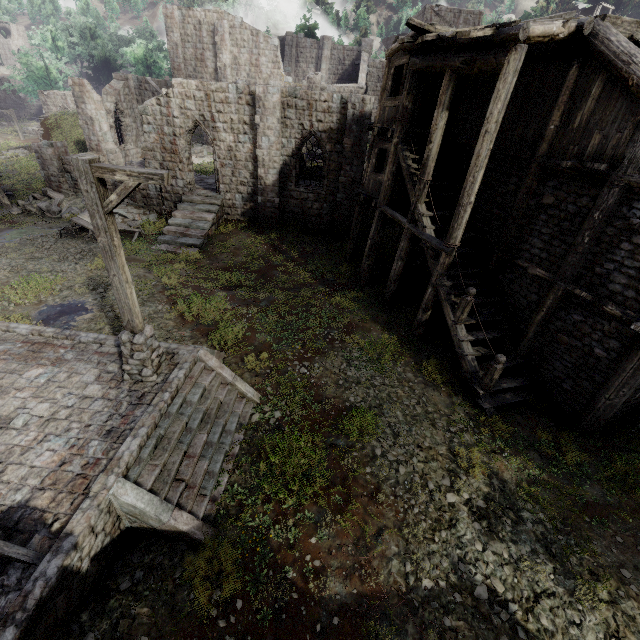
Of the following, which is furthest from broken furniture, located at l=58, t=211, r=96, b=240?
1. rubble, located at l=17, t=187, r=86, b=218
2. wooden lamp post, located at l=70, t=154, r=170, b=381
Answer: wooden lamp post, located at l=70, t=154, r=170, b=381

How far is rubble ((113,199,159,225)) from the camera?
20.1m

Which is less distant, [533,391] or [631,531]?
[631,531]

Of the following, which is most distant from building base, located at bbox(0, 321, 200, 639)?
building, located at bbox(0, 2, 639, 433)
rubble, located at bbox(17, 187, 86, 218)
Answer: rubble, located at bbox(17, 187, 86, 218)

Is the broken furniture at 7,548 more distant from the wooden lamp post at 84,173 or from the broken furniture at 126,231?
the broken furniture at 126,231

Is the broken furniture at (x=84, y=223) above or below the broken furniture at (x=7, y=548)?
below

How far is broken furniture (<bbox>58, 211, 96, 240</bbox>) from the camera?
17.50m

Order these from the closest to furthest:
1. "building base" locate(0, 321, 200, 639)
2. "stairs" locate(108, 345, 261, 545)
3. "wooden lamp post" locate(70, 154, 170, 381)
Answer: "building base" locate(0, 321, 200, 639)
"wooden lamp post" locate(70, 154, 170, 381)
"stairs" locate(108, 345, 261, 545)
